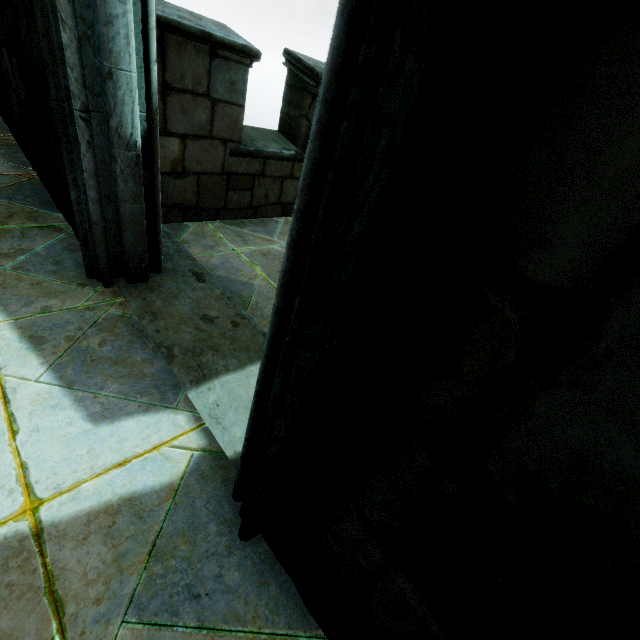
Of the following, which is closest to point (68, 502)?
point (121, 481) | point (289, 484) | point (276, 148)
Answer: point (121, 481)
